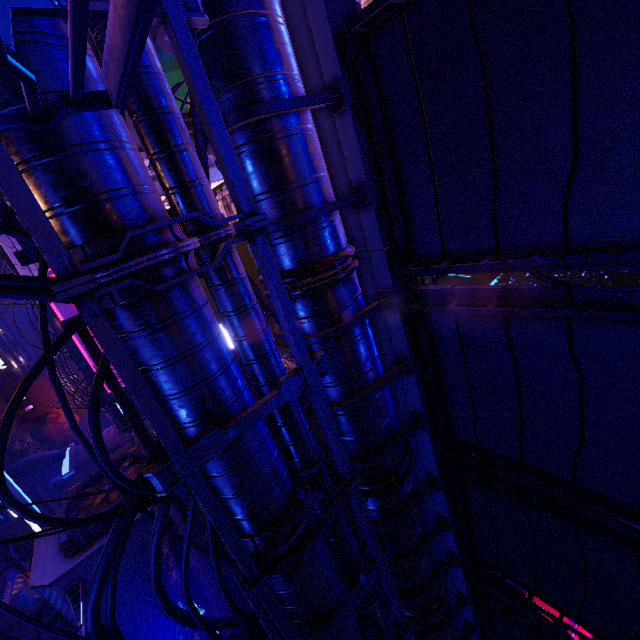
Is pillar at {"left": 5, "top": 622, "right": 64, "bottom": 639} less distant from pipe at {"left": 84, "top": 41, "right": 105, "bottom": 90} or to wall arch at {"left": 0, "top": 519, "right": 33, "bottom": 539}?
wall arch at {"left": 0, "top": 519, "right": 33, "bottom": 539}

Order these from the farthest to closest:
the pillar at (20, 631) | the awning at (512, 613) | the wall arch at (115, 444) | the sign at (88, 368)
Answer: the wall arch at (115, 444) → the sign at (88, 368) → the pillar at (20, 631) → the awning at (512, 613)

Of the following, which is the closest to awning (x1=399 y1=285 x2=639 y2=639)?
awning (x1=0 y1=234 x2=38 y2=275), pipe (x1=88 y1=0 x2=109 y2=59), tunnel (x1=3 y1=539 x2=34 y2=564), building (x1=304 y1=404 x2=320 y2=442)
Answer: pipe (x1=88 y1=0 x2=109 y2=59)

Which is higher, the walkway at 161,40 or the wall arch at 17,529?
the walkway at 161,40

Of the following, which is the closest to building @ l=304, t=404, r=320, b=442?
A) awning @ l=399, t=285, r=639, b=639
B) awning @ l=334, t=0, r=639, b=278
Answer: awning @ l=399, t=285, r=639, b=639

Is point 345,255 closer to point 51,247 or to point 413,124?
point 413,124

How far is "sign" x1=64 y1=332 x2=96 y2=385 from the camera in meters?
28.8 m
